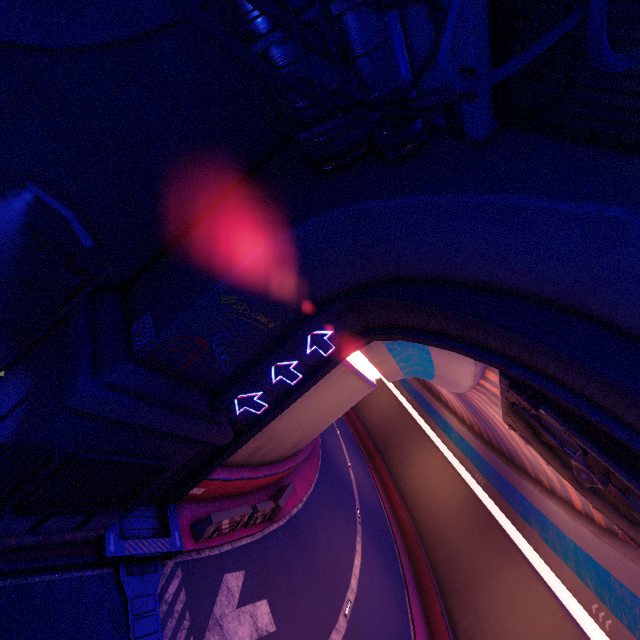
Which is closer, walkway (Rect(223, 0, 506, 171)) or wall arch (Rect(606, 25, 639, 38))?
walkway (Rect(223, 0, 506, 171))

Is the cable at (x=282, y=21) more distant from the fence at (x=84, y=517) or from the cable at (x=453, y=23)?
the fence at (x=84, y=517)

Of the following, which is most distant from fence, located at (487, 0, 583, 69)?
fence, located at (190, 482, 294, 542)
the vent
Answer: fence, located at (190, 482, 294, 542)

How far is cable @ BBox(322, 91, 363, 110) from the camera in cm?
Result: 545

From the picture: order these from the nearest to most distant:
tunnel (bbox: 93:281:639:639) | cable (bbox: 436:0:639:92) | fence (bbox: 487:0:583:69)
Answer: cable (bbox: 436:0:639:92) < fence (bbox: 487:0:583:69) < tunnel (bbox: 93:281:639:639)

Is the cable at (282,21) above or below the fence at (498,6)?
below

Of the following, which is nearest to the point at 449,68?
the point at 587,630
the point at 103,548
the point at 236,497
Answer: the point at 103,548
